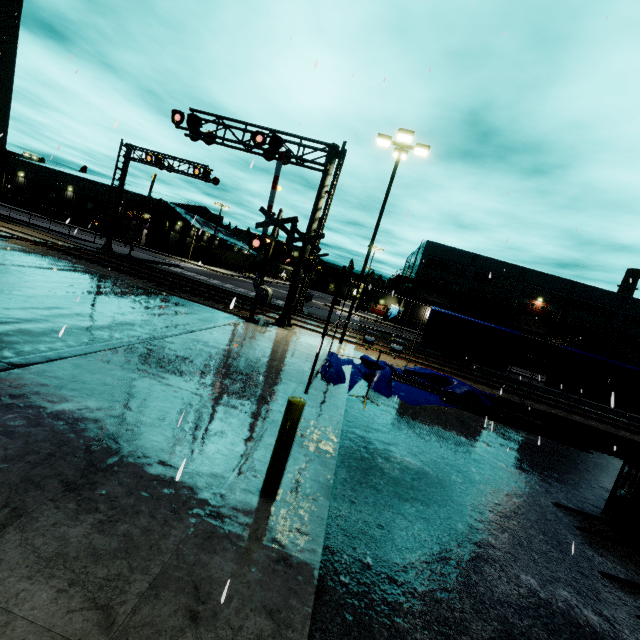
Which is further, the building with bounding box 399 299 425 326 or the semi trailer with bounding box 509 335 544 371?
the building with bounding box 399 299 425 326

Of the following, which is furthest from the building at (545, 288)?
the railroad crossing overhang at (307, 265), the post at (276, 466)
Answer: the railroad crossing overhang at (307, 265)

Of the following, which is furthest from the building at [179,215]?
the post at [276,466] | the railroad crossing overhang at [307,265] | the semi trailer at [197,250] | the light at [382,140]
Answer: the railroad crossing overhang at [307,265]

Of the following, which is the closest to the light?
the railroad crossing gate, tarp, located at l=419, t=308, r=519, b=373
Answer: tarp, located at l=419, t=308, r=519, b=373

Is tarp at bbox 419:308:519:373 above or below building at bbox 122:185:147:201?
below

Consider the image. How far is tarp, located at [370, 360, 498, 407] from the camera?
10.0 meters

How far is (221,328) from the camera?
11.52m
